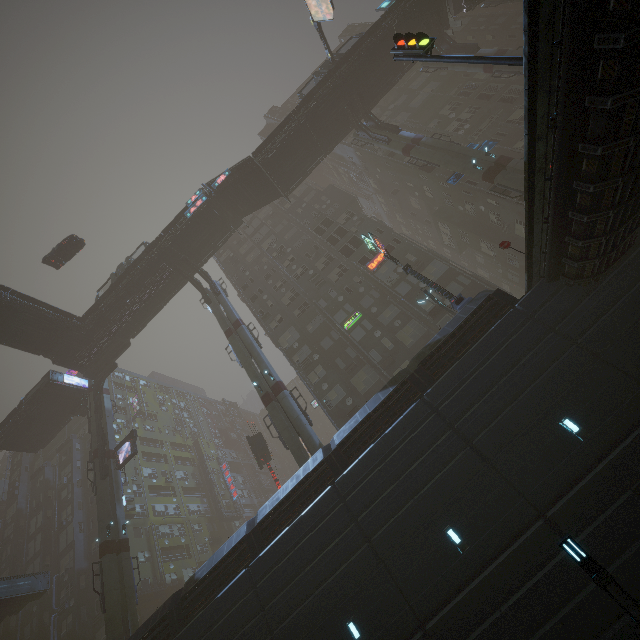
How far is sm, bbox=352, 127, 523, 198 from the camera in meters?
23.2 m

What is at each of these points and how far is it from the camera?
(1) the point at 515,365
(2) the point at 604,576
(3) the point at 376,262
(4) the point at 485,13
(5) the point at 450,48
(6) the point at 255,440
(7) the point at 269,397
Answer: (1) building, 14.02m
(2) street light, 7.02m
(3) sign, 32.91m
(4) building, 41.59m
(5) building structure, 32.72m
(6) sign, 30.94m
(7) sm, 25.16m

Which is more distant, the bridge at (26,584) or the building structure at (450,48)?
the building structure at (450,48)

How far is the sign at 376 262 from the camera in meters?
32.5

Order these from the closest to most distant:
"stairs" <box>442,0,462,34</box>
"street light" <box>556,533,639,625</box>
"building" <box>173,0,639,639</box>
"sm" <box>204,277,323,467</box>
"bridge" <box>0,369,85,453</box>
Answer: "street light" <box>556,533,639,625</box>, "building" <box>173,0,639,639</box>, "sm" <box>204,277,323,467</box>, "stairs" <box>442,0,462,34</box>, "bridge" <box>0,369,85,453</box>

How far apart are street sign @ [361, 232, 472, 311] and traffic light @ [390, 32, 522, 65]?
9.7m

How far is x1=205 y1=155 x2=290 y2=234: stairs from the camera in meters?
31.8

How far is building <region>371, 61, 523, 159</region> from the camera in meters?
34.0
